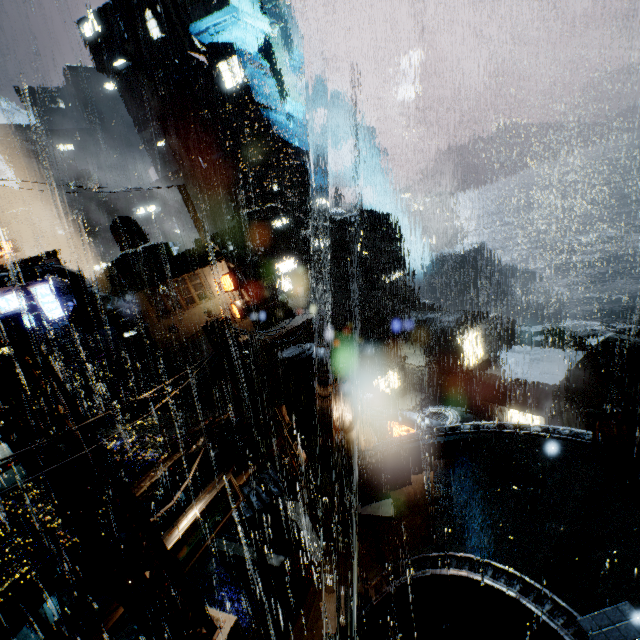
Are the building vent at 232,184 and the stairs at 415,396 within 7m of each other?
no

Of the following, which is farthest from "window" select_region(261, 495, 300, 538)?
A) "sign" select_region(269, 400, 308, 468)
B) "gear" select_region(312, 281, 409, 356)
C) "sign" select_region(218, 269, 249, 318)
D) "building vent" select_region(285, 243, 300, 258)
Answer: "building vent" select_region(285, 243, 300, 258)

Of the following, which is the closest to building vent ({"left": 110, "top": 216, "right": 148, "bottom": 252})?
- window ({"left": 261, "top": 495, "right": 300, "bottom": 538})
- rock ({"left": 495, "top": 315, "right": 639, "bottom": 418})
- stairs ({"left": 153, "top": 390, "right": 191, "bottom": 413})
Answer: stairs ({"left": 153, "top": 390, "right": 191, "bottom": 413})

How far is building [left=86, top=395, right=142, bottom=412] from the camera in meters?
33.6 m

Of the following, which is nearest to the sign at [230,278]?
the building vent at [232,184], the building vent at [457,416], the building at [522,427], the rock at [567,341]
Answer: the building at [522,427]

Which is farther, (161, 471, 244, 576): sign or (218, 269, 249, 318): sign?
(218, 269, 249, 318): sign

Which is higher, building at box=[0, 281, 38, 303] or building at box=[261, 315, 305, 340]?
building at box=[0, 281, 38, 303]

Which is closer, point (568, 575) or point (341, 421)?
point (568, 575)
